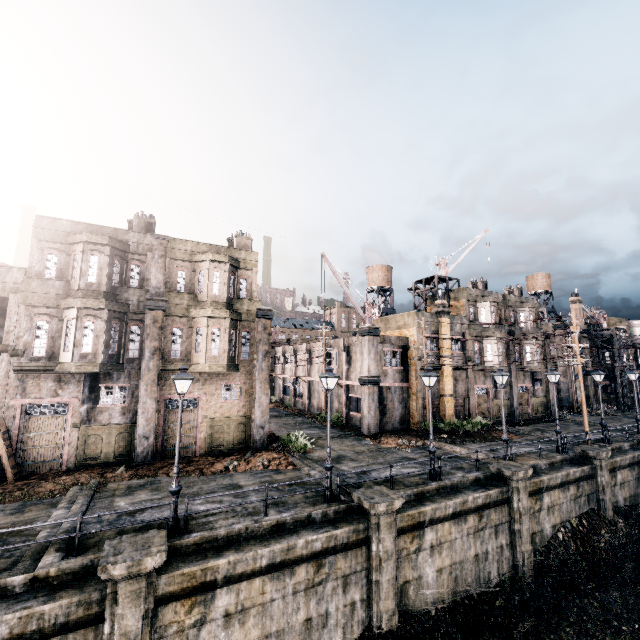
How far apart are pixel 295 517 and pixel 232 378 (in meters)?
11.03

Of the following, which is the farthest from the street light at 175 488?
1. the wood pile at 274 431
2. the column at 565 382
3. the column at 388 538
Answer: the column at 565 382

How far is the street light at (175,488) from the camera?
11.4 meters

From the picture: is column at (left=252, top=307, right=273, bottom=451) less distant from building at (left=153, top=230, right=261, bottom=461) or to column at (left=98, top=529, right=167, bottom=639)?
building at (left=153, top=230, right=261, bottom=461)

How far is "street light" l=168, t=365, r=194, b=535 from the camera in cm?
1140

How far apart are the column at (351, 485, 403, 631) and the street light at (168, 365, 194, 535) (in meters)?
6.82

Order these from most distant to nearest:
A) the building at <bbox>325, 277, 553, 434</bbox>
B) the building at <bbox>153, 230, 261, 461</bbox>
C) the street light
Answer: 1. the building at <bbox>325, 277, 553, 434</bbox>
2. the building at <bbox>153, 230, 261, 461</bbox>
3. the street light

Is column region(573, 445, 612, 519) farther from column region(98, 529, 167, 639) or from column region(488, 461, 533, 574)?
column region(98, 529, 167, 639)
